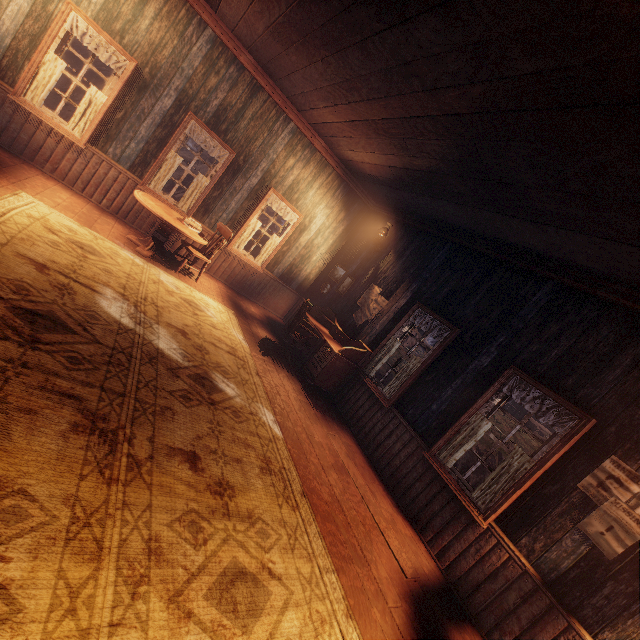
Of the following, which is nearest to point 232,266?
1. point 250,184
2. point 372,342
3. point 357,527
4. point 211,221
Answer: point 211,221

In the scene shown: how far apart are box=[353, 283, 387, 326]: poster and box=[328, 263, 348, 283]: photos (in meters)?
0.98

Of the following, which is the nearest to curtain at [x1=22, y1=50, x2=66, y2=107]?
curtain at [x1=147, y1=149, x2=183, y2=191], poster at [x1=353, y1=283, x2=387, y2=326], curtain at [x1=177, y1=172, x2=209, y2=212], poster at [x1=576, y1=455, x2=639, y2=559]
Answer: curtain at [x1=147, y1=149, x2=183, y2=191]

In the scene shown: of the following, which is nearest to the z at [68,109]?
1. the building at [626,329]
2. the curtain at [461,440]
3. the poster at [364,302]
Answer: the building at [626,329]

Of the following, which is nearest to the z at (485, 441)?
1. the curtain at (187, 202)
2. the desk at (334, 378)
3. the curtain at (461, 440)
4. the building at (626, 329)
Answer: the building at (626, 329)

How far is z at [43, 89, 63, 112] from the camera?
31.5 meters

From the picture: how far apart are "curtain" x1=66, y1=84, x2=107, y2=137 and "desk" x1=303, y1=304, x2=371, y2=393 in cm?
507

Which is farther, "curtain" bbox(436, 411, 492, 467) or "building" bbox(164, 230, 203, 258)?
"building" bbox(164, 230, 203, 258)
